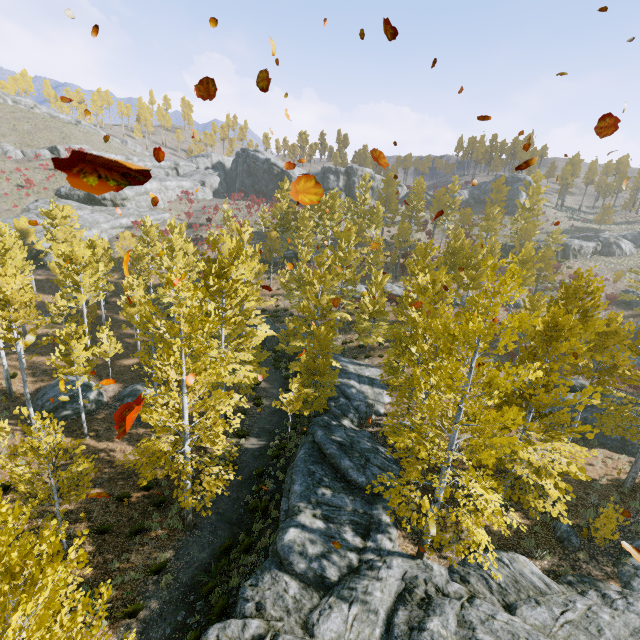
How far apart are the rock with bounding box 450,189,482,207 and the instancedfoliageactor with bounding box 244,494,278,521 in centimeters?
5966cm

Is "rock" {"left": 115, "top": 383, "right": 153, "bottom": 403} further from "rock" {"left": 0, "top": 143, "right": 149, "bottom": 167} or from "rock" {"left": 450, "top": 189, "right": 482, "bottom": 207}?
"rock" {"left": 450, "top": 189, "right": 482, "bottom": 207}

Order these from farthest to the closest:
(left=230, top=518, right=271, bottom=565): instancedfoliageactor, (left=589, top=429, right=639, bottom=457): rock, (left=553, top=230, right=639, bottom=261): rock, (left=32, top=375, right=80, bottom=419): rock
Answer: (left=553, top=230, right=639, bottom=261): rock, (left=32, top=375, right=80, bottom=419): rock, (left=589, top=429, right=639, bottom=457): rock, (left=230, top=518, right=271, bottom=565): instancedfoliageactor

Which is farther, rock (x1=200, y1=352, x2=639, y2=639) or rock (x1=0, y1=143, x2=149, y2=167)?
rock (x1=0, y1=143, x2=149, y2=167)

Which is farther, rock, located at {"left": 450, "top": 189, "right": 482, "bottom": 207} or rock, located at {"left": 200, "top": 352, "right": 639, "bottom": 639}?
rock, located at {"left": 450, "top": 189, "right": 482, "bottom": 207}

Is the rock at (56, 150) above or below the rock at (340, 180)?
below

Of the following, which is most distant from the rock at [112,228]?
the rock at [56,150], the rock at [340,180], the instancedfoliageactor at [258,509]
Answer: the instancedfoliageactor at [258,509]

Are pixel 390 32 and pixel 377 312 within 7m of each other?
no
